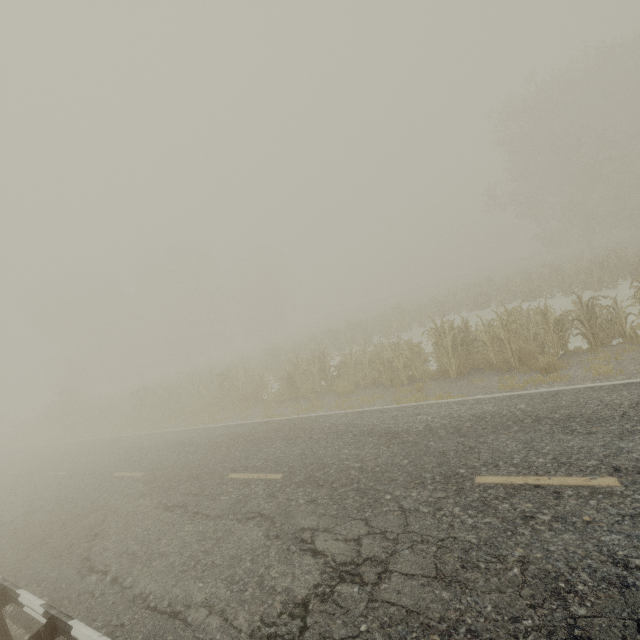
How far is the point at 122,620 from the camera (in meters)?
4.76

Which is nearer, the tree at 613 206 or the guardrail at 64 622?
the guardrail at 64 622

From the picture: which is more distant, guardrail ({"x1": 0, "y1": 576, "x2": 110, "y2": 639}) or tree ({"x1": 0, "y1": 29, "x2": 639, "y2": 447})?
tree ({"x1": 0, "y1": 29, "x2": 639, "y2": 447})
